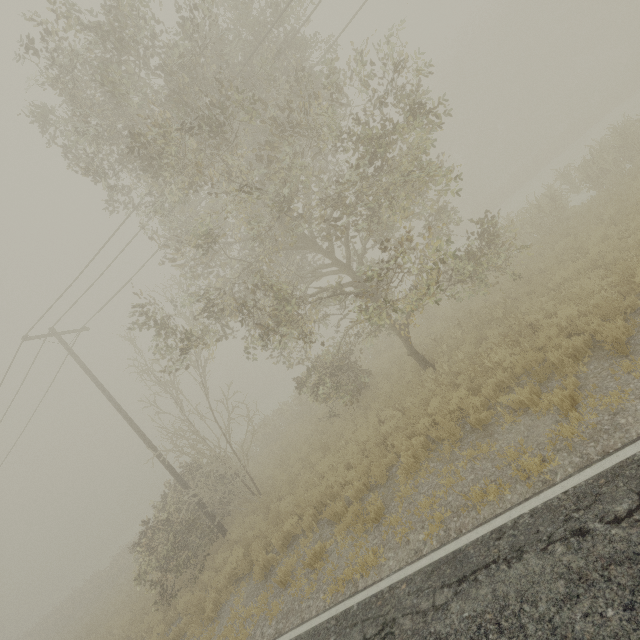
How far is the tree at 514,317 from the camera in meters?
8.8

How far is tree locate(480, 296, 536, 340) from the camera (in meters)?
8.76

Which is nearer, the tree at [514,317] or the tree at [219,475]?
the tree at [219,475]

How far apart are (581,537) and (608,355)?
3.4 meters

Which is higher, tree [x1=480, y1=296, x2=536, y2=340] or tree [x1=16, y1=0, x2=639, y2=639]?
tree [x1=16, y1=0, x2=639, y2=639]

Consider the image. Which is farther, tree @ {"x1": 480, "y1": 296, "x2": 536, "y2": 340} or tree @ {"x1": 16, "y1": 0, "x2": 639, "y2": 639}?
tree @ {"x1": 480, "y1": 296, "x2": 536, "y2": 340}
